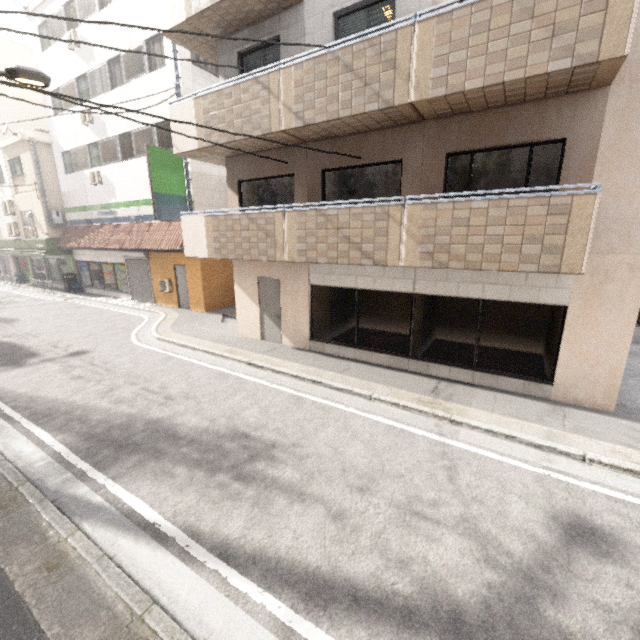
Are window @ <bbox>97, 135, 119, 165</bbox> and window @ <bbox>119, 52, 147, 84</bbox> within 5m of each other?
yes

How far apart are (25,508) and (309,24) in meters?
10.6

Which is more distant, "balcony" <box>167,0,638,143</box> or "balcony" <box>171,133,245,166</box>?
"balcony" <box>171,133,245,166</box>

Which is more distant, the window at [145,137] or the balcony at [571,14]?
the window at [145,137]

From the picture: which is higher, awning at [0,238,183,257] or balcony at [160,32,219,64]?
balcony at [160,32,219,64]

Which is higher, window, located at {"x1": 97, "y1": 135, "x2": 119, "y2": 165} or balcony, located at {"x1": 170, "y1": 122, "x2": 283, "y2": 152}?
window, located at {"x1": 97, "y1": 135, "x2": 119, "y2": 165}

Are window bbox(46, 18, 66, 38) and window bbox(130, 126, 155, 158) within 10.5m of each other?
yes

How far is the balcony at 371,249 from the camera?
5.19m
